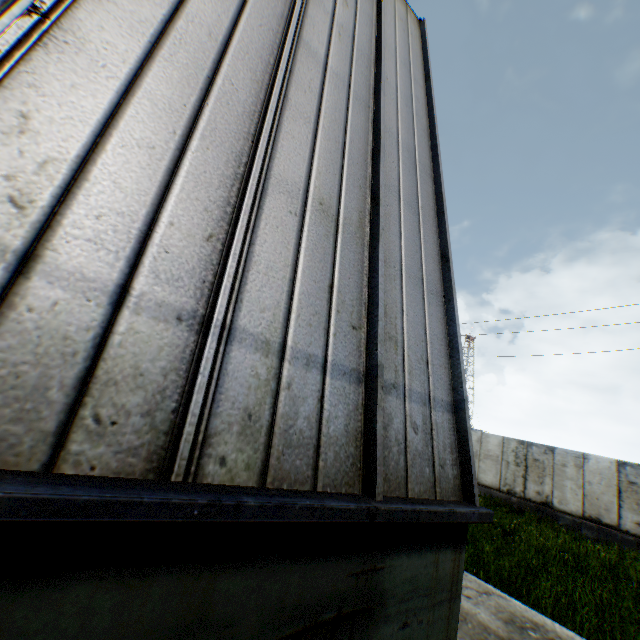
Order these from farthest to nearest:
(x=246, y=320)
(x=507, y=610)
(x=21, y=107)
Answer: (x=507, y=610)
(x=246, y=320)
(x=21, y=107)
